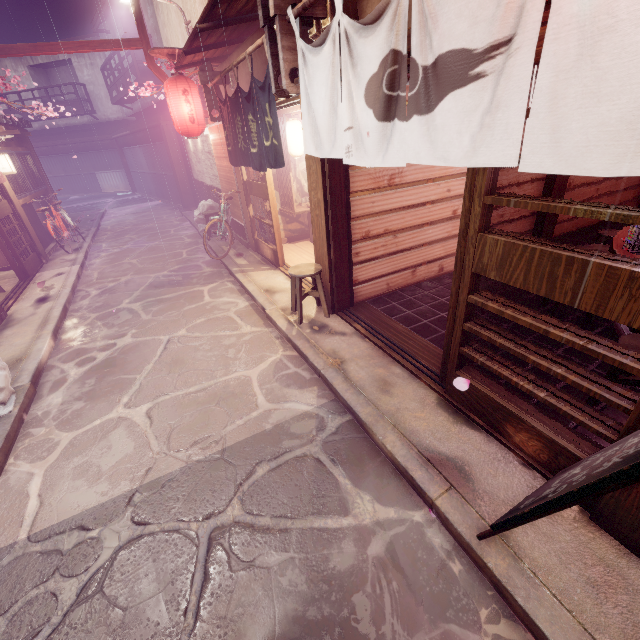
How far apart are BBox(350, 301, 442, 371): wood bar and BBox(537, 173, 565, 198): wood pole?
7.4 meters

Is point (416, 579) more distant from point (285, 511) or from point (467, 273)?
point (467, 273)

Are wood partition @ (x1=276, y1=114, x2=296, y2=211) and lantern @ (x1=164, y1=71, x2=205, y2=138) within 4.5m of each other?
yes

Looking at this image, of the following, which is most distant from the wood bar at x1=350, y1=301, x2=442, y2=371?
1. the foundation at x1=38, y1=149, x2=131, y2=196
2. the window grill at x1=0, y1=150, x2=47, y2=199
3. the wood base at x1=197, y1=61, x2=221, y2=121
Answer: the window grill at x1=0, y1=150, x2=47, y2=199

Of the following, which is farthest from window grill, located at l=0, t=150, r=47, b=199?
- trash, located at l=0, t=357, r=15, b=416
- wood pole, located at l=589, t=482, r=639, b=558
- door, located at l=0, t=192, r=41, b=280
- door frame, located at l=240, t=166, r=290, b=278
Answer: wood pole, located at l=589, t=482, r=639, b=558

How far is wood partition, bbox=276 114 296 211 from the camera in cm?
1211

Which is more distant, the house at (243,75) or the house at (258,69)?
the house at (243,75)

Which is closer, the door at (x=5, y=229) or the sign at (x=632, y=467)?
the sign at (x=632, y=467)
